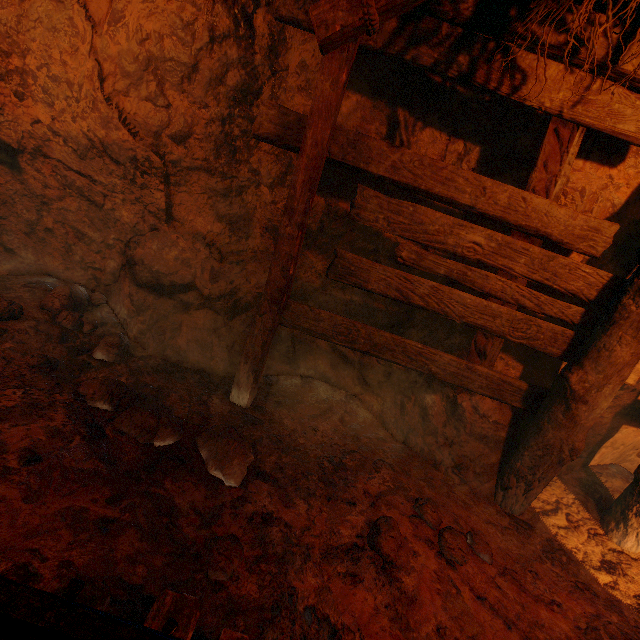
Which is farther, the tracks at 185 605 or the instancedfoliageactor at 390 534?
the instancedfoliageactor at 390 534

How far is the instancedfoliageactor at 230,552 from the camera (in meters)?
1.67

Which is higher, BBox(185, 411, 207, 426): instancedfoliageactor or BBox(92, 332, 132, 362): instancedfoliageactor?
BBox(92, 332, 132, 362): instancedfoliageactor

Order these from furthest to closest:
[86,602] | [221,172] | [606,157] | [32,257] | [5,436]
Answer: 1. [32,257]
2. [221,172]
3. [606,157]
4. [5,436]
5. [86,602]

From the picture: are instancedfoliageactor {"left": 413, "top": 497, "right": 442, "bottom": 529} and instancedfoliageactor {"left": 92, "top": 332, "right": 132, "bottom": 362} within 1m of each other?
no

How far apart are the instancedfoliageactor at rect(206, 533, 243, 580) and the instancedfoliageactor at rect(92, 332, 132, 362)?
1.83m

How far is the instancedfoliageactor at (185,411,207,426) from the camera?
2.5m

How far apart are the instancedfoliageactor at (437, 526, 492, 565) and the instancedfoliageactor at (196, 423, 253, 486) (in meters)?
1.27
